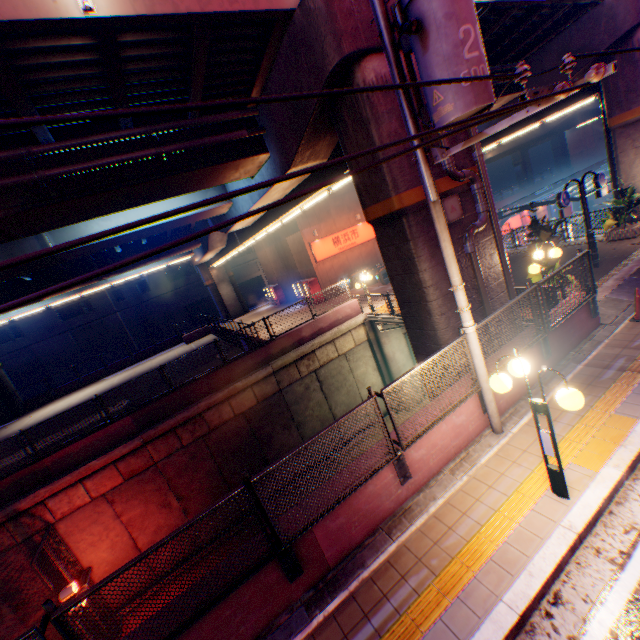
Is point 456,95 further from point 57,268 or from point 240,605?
point 57,268

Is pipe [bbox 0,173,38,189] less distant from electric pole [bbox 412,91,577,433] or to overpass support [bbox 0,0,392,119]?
overpass support [bbox 0,0,392,119]

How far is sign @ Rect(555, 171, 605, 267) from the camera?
10.8 meters

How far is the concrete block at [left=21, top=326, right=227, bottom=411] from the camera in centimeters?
2881cm

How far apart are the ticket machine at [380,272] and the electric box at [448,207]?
16.6 meters

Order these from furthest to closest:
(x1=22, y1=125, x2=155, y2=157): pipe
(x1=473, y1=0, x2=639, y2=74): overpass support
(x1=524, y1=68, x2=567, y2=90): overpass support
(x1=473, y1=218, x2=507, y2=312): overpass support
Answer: (x1=524, y1=68, x2=567, y2=90): overpass support < (x1=473, y1=0, x2=639, y2=74): overpass support < (x1=473, y1=218, x2=507, y2=312): overpass support < (x1=22, y1=125, x2=155, y2=157): pipe

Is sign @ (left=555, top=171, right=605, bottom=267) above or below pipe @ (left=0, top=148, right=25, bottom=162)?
below

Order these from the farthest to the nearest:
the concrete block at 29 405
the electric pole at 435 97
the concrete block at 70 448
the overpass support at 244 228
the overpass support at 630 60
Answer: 1. the concrete block at 29 405
2. the overpass support at 244 228
3. the overpass support at 630 60
4. the concrete block at 70 448
5. the electric pole at 435 97
